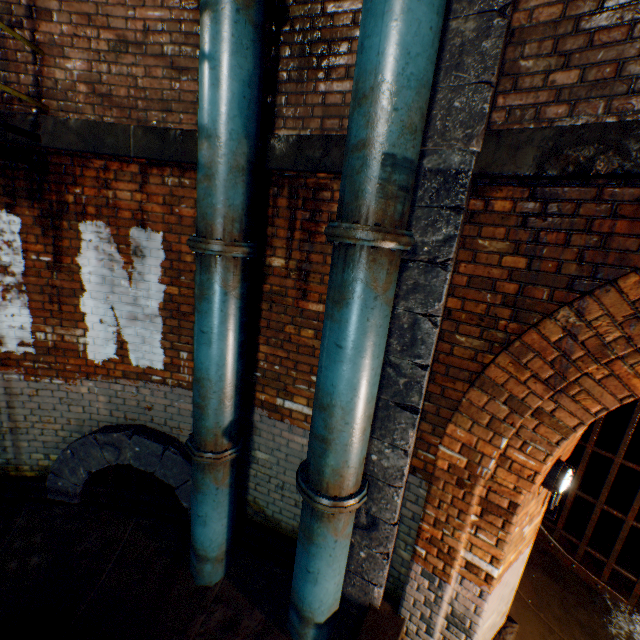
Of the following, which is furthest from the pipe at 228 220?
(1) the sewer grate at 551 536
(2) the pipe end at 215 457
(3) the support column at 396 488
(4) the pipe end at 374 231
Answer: (1) the sewer grate at 551 536

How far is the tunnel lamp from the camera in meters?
2.5

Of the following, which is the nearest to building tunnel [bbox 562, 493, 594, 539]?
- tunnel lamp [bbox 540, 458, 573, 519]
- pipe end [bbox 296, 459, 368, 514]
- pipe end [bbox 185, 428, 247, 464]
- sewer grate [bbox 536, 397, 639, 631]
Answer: sewer grate [bbox 536, 397, 639, 631]

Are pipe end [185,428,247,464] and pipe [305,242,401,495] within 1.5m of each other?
yes

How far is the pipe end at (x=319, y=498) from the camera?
2.59m

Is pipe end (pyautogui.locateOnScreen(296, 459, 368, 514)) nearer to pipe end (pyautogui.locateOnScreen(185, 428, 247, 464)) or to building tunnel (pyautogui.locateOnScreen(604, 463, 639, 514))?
pipe end (pyautogui.locateOnScreen(185, 428, 247, 464))

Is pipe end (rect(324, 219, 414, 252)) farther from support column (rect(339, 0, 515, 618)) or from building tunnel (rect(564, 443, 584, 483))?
building tunnel (rect(564, 443, 584, 483))

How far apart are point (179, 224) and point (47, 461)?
3.6m
